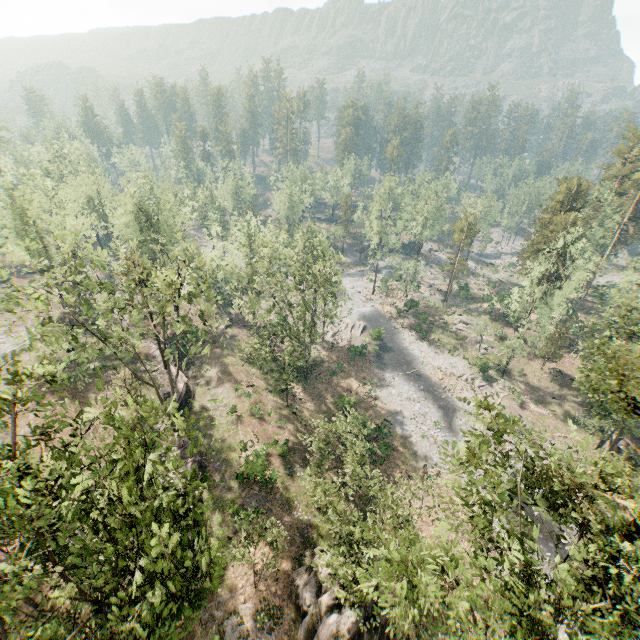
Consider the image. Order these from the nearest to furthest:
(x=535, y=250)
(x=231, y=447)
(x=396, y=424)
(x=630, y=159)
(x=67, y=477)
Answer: (x=67, y=477) < (x=231, y=447) < (x=396, y=424) < (x=535, y=250) < (x=630, y=159)

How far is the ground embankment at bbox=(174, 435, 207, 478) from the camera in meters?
28.4 m

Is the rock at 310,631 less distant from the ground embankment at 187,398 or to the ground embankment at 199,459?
the ground embankment at 199,459

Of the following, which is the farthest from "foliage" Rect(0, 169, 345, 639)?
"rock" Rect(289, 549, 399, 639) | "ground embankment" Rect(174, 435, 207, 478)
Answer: "rock" Rect(289, 549, 399, 639)

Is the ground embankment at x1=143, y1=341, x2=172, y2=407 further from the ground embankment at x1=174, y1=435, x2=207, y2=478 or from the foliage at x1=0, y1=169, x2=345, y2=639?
the ground embankment at x1=174, y1=435, x2=207, y2=478

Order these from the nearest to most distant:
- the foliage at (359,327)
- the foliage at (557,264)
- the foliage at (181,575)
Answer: the foliage at (181,575) < the foliage at (557,264) < the foliage at (359,327)

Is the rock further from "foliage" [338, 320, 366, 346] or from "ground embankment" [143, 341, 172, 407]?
"ground embankment" [143, 341, 172, 407]

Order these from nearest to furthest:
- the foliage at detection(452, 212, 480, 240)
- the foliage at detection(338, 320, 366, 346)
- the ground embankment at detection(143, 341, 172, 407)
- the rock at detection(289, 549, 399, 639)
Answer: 1. the rock at detection(289, 549, 399, 639)
2. the ground embankment at detection(143, 341, 172, 407)
3. the foliage at detection(338, 320, 366, 346)
4. the foliage at detection(452, 212, 480, 240)
